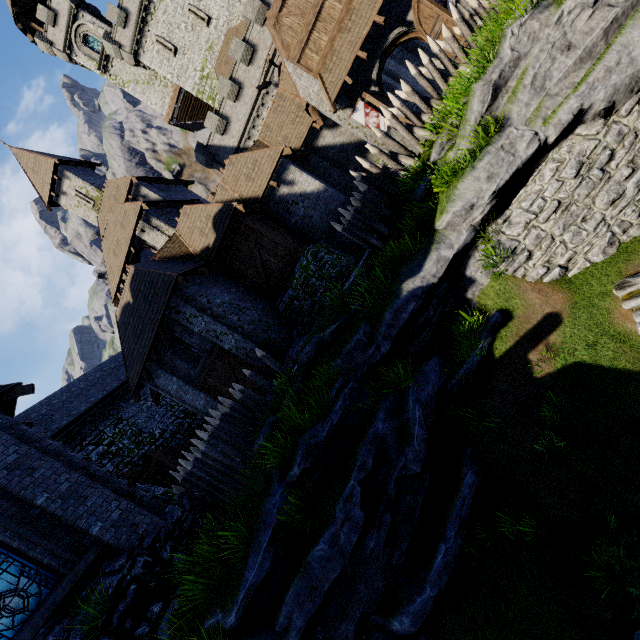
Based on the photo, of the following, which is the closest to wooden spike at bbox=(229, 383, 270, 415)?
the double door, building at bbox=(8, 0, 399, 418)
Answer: building at bbox=(8, 0, 399, 418)

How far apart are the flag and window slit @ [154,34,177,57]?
29.85m

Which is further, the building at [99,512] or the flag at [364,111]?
the flag at [364,111]

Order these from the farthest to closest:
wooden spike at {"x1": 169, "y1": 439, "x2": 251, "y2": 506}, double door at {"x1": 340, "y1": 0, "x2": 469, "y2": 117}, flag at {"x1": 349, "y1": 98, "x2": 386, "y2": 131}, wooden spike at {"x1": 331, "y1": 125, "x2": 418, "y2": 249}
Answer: flag at {"x1": 349, "y1": 98, "x2": 386, "y2": 131}
double door at {"x1": 340, "y1": 0, "x2": 469, "y2": 117}
wooden spike at {"x1": 331, "y1": 125, "x2": 418, "y2": 249}
wooden spike at {"x1": 169, "y1": 439, "x2": 251, "y2": 506}

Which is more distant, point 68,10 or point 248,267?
point 68,10

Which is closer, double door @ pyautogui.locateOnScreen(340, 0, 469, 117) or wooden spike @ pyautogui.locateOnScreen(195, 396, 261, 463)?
wooden spike @ pyautogui.locateOnScreen(195, 396, 261, 463)

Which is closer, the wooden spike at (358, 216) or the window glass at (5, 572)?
the window glass at (5, 572)

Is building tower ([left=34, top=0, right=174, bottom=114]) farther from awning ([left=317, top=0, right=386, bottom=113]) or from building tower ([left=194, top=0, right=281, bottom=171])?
awning ([left=317, top=0, right=386, bottom=113])
